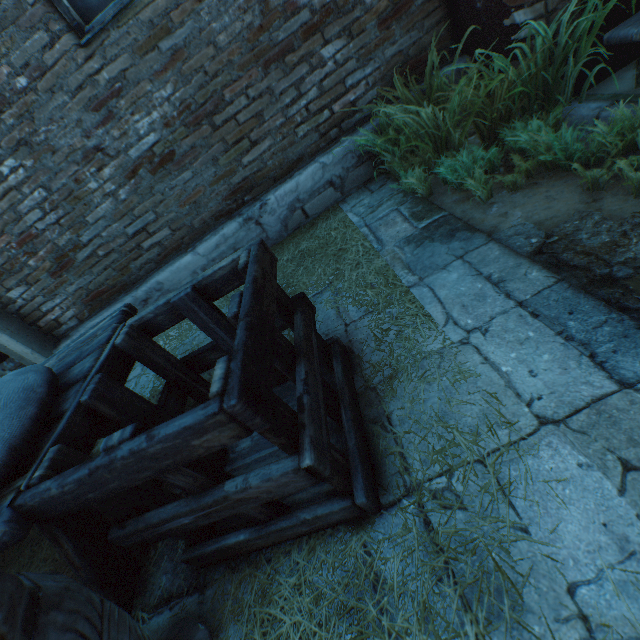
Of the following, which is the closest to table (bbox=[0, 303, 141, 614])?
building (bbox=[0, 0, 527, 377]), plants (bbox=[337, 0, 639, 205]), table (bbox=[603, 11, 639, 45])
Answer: building (bbox=[0, 0, 527, 377])

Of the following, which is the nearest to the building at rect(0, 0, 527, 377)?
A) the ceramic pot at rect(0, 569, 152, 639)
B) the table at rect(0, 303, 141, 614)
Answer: Answer: the table at rect(0, 303, 141, 614)

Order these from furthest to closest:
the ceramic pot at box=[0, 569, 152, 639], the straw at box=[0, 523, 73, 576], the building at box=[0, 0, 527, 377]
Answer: the building at box=[0, 0, 527, 377] → the straw at box=[0, 523, 73, 576] → the ceramic pot at box=[0, 569, 152, 639]

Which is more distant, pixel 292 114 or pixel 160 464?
pixel 292 114

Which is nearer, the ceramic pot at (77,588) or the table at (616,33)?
the ceramic pot at (77,588)

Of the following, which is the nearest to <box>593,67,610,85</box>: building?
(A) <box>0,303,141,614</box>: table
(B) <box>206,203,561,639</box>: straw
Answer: (B) <box>206,203,561,639</box>: straw

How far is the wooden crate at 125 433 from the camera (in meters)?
0.75

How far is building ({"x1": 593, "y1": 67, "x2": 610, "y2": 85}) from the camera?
2.08m
